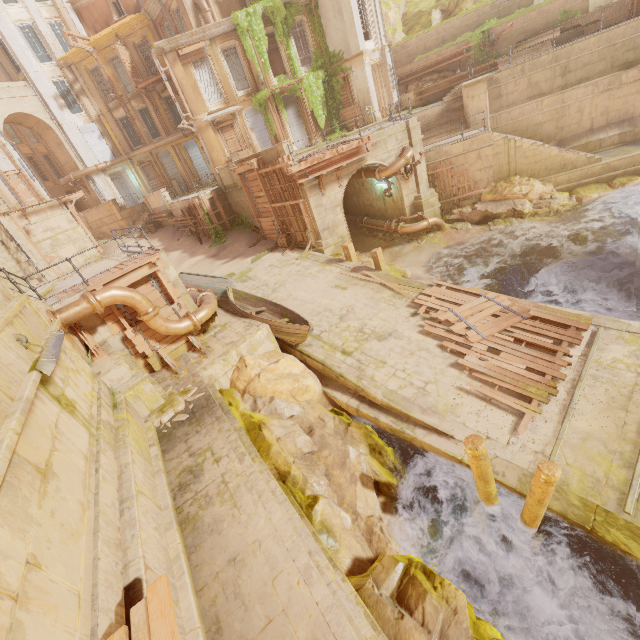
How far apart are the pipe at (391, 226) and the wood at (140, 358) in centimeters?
1552cm

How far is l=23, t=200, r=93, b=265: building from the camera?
23.3 meters

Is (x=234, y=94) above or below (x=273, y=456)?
above

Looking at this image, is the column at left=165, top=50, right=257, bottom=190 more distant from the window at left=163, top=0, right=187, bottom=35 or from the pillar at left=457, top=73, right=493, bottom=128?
the pillar at left=457, top=73, right=493, bottom=128

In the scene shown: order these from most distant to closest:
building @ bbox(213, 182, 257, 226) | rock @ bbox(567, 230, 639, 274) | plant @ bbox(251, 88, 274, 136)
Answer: plant @ bbox(251, 88, 274, 136), building @ bbox(213, 182, 257, 226), rock @ bbox(567, 230, 639, 274)

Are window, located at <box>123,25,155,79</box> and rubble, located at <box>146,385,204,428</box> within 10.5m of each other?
no

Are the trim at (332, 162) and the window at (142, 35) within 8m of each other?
no
